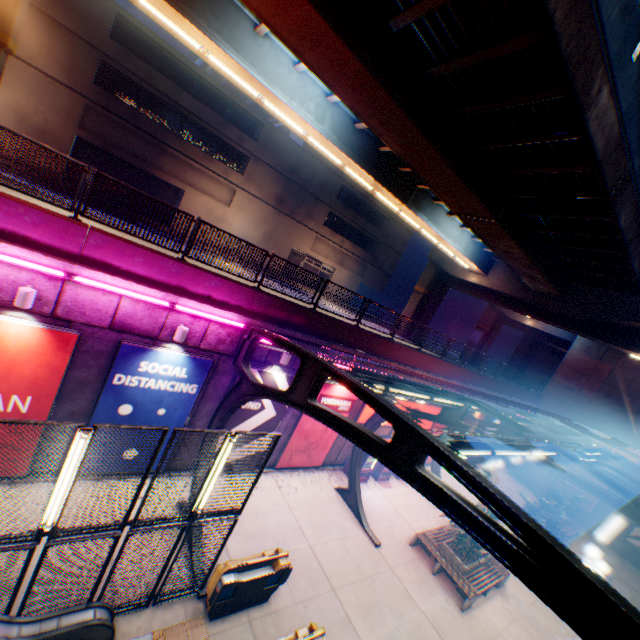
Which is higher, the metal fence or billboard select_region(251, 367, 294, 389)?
billboard select_region(251, 367, 294, 389)

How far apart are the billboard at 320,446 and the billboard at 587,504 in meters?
22.7

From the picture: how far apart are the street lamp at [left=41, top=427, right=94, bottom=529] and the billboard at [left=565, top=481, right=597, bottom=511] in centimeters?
3282cm

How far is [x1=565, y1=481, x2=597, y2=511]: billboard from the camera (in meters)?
24.22

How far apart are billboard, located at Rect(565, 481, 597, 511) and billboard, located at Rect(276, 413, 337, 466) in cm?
2271

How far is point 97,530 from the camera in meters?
5.9

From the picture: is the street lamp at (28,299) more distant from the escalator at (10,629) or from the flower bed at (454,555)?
the flower bed at (454,555)

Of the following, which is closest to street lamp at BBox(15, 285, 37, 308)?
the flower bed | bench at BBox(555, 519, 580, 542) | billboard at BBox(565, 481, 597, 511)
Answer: the flower bed
